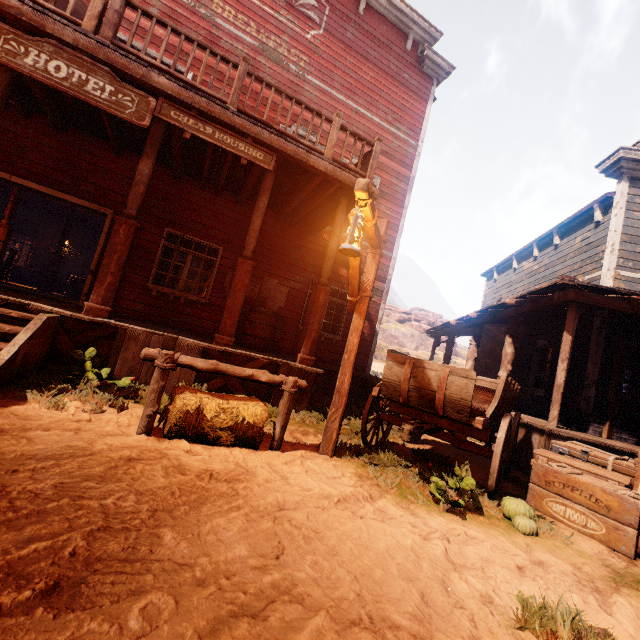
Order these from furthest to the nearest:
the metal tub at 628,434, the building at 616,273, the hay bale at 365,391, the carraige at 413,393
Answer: the hay bale at 365,391, the metal tub at 628,434, the building at 616,273, the carraige at 413,393

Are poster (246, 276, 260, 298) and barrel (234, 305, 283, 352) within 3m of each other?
yes

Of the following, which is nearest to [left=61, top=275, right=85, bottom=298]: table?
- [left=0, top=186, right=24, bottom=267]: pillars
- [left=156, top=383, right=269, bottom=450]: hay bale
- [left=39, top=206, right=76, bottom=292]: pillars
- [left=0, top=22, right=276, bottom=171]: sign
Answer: [left=39, top=206, right=76, bottom=292]: pillars

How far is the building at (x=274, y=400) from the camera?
5.3 meters

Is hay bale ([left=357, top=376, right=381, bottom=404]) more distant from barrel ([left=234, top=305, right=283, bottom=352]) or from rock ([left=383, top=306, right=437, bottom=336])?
rock ([left=383, top=306, right=437, bottom=336])

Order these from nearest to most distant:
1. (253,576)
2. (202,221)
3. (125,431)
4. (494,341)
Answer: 1. (253,576)
2. (125,431)
3. (202,221)
4. (494,341)

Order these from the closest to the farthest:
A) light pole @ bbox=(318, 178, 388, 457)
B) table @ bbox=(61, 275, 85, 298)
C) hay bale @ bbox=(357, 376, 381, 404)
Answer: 1. light pole @ bbox=(318, 178, 388, 457)
2. hay bale @ bbox=(357, 376, 381, 404)
3. table @ bbox=(61, 275, 85, 298)

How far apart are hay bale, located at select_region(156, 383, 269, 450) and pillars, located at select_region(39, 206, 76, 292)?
13.3m
